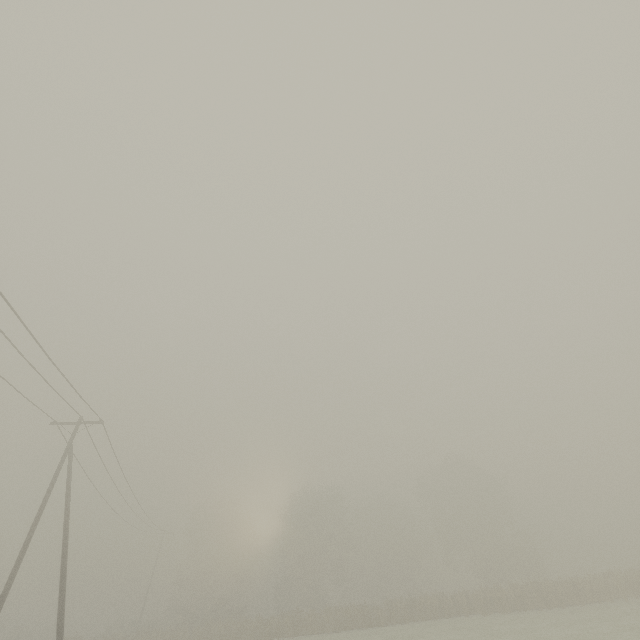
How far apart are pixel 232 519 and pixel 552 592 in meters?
46.2
